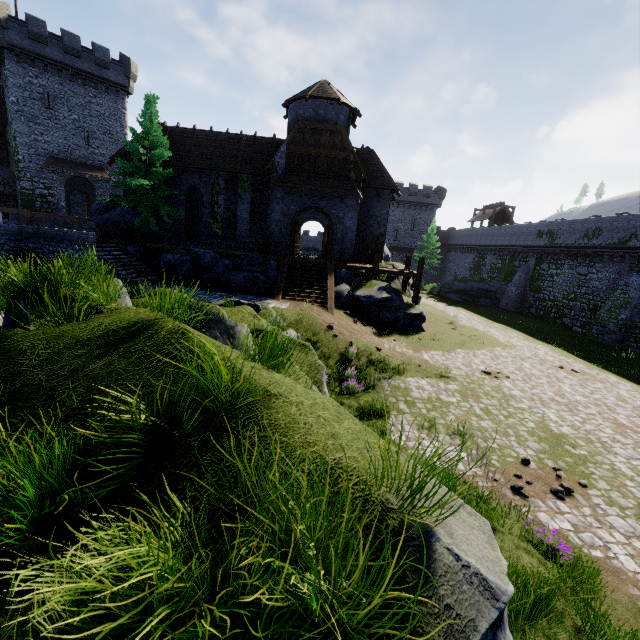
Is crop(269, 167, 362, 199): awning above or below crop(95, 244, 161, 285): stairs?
above

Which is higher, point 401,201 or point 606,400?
point 401,201

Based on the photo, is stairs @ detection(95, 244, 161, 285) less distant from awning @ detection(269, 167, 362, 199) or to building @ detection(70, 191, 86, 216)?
awning @ detection(269, 167, 362, 199)

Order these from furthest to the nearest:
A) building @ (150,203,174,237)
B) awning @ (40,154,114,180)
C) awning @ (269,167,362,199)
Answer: awning @ (40,154,114,180) → building @ (150,203,174,237) → awning @ (269,167,362,199)

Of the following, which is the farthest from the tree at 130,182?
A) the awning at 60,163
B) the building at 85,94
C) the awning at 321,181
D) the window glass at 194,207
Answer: the building at 85,94

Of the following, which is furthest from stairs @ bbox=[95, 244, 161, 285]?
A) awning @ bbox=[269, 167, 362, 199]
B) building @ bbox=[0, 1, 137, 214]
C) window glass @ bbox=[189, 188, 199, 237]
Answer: building @ bbox=[0, 1, 137, 214]

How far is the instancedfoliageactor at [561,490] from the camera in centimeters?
755cm

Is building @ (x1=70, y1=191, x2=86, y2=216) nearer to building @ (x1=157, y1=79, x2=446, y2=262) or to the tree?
building @ (x1=157, y1=79, x2=446, y2=262)
